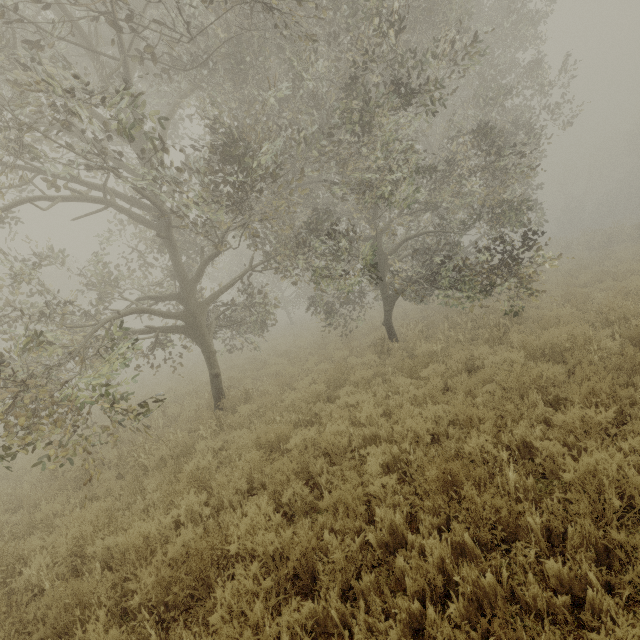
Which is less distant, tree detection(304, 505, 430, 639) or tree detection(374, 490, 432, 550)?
tree detection(304, 505, 430, 639)

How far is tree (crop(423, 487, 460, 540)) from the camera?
A: 3.3m

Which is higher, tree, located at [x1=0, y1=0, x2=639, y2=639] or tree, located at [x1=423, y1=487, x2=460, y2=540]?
tree, located at [x1=0, y1=0, x2=639, y2=639]

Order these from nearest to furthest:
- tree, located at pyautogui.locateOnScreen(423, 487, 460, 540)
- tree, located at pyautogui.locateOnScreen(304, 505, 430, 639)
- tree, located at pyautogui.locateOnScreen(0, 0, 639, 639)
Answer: tree, located at pyautogui.locateOnScreen(304, 505, 430, 639)
tree, located at pyautogui.locateOnScreen(423, 487, 460, 540)
tree, located at pyautogui.locateOnScreen(0, 0, 639, 639)

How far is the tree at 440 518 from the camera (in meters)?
3.26

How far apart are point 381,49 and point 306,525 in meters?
13.6
